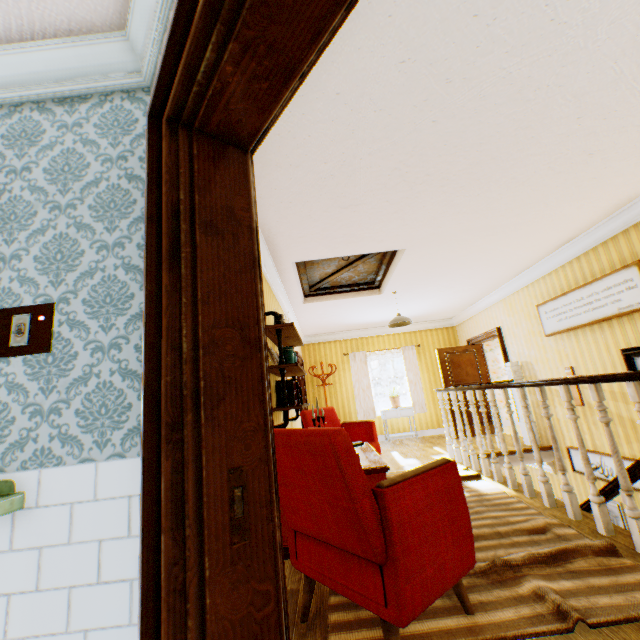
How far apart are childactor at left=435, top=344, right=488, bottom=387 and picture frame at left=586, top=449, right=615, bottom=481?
2.5m

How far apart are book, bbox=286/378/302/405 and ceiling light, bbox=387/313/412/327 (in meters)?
2.51

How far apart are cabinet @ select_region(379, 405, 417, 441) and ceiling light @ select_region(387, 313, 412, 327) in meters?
3.0 m

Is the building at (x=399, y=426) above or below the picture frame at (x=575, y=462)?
above

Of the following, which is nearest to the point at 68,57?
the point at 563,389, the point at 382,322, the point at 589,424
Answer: the point at 563,389

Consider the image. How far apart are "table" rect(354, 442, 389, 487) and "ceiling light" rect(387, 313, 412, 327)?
2.4 meters

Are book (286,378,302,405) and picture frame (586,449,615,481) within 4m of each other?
no

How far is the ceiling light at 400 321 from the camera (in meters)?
6.00
